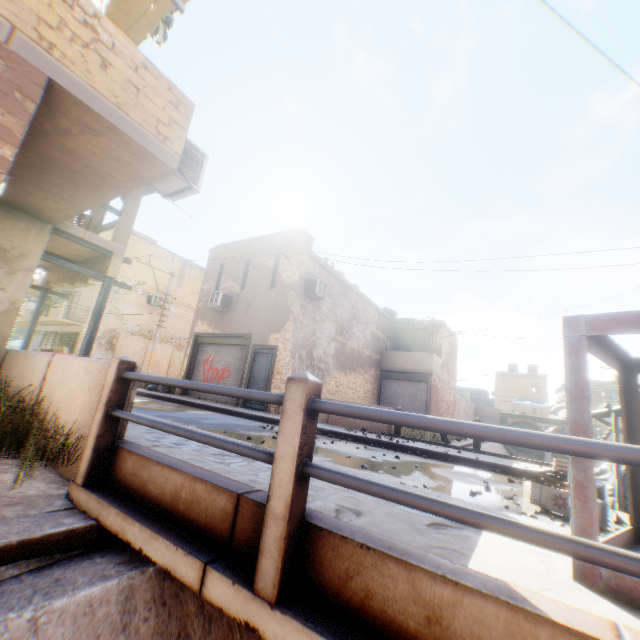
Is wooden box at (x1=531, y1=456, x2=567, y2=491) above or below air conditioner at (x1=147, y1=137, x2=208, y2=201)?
below

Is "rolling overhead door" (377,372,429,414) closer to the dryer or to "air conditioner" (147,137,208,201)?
"air conditioner" (147,137,208,201)

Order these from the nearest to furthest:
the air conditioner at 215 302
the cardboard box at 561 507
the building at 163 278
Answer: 1. the cardboard box at 561 507
2. the air conditioner at 215 302
3. the building at 163 278

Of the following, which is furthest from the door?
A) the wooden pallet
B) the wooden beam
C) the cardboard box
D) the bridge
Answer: the wooden pallet

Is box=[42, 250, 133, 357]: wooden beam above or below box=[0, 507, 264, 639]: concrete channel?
above

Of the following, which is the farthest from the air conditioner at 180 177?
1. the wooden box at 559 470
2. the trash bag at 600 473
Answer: the trash bag at 600 473

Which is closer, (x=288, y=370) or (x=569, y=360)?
(x=569, y=360)

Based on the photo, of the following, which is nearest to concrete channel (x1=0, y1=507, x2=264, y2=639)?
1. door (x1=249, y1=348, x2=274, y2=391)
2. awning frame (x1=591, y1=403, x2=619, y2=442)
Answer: awning frame (x1=591, y1=403, x2=619, y2=442)
